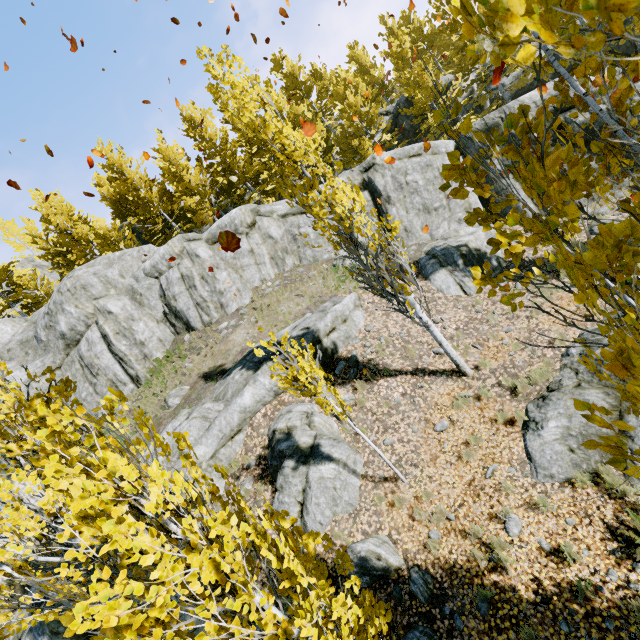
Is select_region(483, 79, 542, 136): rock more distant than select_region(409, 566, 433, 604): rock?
Yes

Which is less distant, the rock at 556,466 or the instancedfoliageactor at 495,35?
the instancedfoliageactor at 495,35

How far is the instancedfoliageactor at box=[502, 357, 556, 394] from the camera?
7.7m

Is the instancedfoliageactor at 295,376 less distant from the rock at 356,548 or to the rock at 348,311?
the rock at 348,311

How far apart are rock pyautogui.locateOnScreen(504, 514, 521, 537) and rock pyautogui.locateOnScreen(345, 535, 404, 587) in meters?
2.0 m

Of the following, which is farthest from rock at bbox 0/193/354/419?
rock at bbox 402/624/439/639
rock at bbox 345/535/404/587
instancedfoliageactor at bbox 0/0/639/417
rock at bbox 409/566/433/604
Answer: rock at bbox 402/624/439/639

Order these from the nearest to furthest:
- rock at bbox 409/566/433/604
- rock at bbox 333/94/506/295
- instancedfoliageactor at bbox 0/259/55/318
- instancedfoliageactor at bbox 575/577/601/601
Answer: instancedfoliageactor at bbox 575/577/601/601, rock at bbox 409/566/433/604, rock at bbox 333/94/506/295, instancedfoliageactor at bbox 0/259/55/318

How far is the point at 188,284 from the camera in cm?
1662
